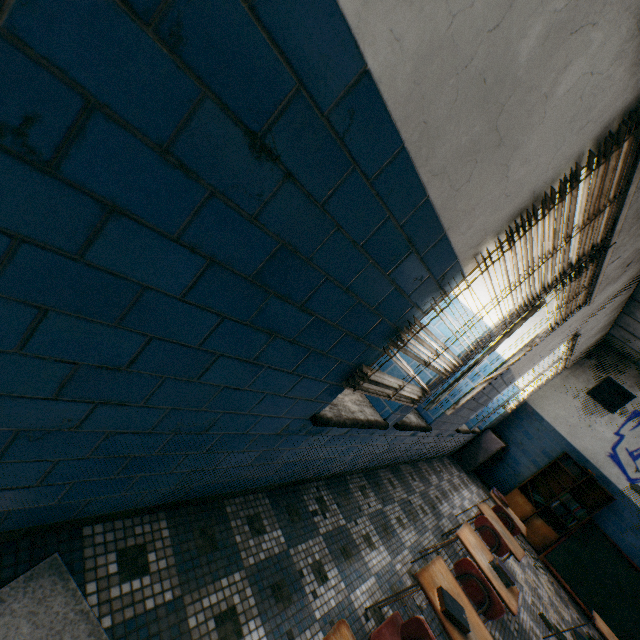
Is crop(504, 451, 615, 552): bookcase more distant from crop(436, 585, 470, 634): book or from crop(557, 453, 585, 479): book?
crop(436, 585, 470, 634): book

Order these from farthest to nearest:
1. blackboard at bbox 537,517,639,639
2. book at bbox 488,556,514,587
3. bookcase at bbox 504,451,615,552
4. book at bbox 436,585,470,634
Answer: bookcase at bbox 504,451,615,552, blackboard at bbox 537,517,639,639, book at bbox 488,556,514,587, book at bbox 436,585,470,634

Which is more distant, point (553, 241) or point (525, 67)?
point (553, 241)

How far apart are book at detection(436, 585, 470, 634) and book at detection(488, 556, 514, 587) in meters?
1.0 m

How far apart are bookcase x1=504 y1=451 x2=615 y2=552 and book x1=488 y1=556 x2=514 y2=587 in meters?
5.3

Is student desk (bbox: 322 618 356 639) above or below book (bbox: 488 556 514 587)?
below

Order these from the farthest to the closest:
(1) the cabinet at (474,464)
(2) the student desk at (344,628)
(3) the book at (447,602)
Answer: (1) the cabinet at (474,464) → (3) the book at (447,602) → (2) the student desk at (344,628)

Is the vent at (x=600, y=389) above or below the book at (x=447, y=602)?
above
